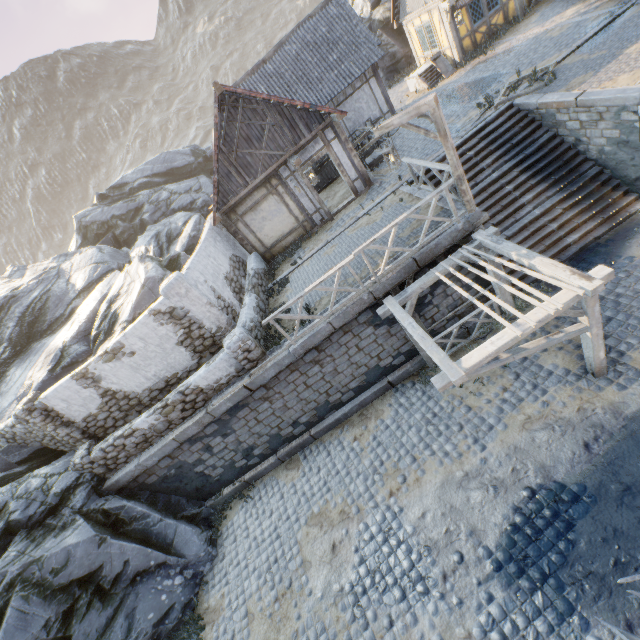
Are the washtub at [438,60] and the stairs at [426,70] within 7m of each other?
yes

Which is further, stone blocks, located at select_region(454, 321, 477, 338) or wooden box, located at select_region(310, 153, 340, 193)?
wooden box, located at select_region(310, 153, 340, 193)

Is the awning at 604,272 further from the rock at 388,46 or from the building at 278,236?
the rock at 388,46

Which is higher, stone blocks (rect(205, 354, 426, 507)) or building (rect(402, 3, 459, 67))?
building (rect(402, 3, 459, 67))

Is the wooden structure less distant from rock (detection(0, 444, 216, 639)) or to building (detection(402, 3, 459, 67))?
rock (detection(0, 444, 216, 639))

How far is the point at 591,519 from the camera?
5.9m

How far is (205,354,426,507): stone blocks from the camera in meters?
10.2 m

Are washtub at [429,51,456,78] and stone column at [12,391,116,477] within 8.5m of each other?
no
